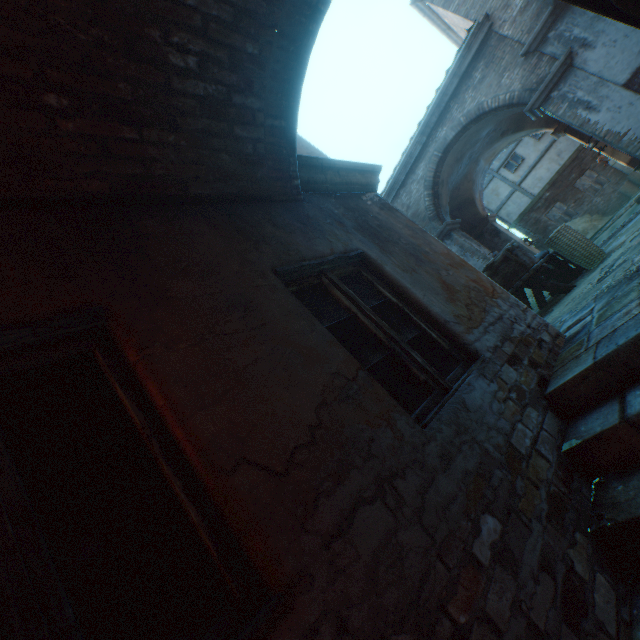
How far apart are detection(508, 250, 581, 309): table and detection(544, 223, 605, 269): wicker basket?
0.2m

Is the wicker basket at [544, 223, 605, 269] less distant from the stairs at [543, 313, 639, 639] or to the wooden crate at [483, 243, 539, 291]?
the wooden crate at [483, 243, 539, 291]

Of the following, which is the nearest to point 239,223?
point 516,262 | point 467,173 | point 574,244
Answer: point 516,262

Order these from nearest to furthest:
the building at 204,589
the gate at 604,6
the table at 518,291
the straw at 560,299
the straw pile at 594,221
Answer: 1. the building at 204,589
2. the gate at 604,6
3. the straw at 560,299
4. the table at 518,291
5. the straw pile at 594,221

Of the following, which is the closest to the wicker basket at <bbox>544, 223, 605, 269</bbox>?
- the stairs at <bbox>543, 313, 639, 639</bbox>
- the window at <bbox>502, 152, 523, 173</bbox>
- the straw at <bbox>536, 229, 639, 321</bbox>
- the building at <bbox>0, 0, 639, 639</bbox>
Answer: the straw at <bbox>536, 229, 639, 321</bbox>

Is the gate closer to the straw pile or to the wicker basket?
the wicker basket

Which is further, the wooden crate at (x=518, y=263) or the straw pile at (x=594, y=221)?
the straw pile at (x=594, y=221)

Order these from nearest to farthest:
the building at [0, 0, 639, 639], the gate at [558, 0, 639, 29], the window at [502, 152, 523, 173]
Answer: the building at [0, 0, 639, 639], the gate at [558, 0, 639, 29], the window at [502, 152, 523, 173]
